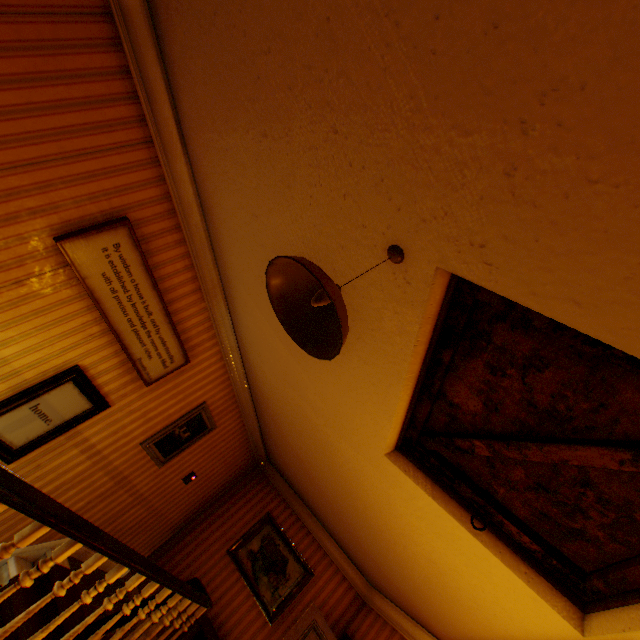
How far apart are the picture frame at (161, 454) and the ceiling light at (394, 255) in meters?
4.2

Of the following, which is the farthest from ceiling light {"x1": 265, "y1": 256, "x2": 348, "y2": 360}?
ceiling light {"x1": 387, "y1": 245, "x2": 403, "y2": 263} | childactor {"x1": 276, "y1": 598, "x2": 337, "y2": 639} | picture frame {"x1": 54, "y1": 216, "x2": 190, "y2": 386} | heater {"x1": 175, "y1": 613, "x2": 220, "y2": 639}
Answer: heater {"x1": 175, "y1": 613, "x2": 220, "y2": 639}

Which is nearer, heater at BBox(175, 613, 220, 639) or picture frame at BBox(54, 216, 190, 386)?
picture frame at BBox(54, 216, 190, 386)

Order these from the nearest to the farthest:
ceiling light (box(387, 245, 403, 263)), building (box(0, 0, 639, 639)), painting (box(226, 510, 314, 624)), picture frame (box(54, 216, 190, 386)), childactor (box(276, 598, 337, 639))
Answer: building (box(0, 0, 639, 639)) < ceiling light (box(387, 245, 403, 263)) < picture frame (box(54, 216, 190, 386)) < childactor (box(276, 598, 337, 639)) < painting (box(226, 510, 314, 624))

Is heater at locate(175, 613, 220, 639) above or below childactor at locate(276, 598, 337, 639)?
below

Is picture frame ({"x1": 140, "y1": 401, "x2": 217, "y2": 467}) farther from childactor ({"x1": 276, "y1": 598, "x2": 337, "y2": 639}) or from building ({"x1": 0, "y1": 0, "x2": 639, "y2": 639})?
childactor ({"x1": 276, "y1": 598, "x2": 337, "y2": 639})

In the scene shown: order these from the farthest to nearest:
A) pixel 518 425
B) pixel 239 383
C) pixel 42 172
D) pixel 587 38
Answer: pixel 239 383
pixel 42 172
pixel 518 425
pixel 587 38

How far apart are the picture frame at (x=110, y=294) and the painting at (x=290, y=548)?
4.1 meters
